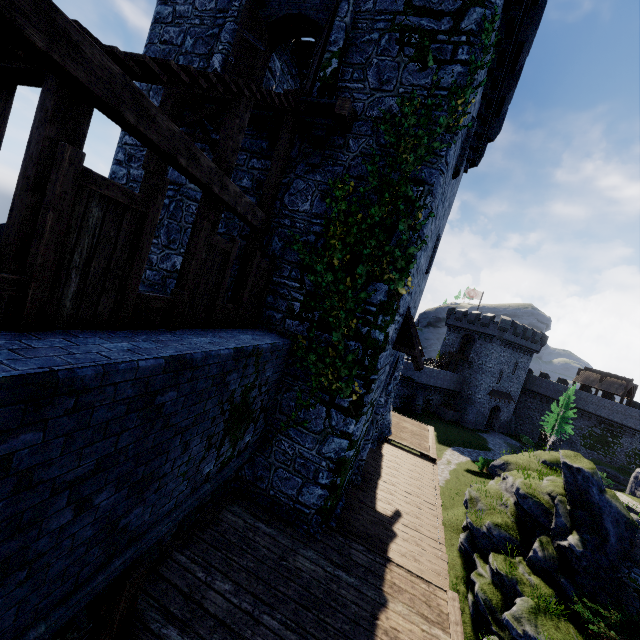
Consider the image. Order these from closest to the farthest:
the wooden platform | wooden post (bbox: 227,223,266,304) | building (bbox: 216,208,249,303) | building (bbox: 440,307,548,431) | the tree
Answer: the wooden platform < wooden post (bbox: 227,223,266,304) < building (bbox: 216,208,249,303) < the tree < building (bbox: 440,307,548,431)

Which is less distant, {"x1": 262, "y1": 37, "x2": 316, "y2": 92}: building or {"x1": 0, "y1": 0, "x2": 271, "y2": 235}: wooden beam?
{"x1": 0, "y1": 0, "x2": 271, "y2": 235}: wooden beam

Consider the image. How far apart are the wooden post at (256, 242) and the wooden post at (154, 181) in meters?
1.9 m

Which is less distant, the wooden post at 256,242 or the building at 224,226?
the wooden post at 256,242

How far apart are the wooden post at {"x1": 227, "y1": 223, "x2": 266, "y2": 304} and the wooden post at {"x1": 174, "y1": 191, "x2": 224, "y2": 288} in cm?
164

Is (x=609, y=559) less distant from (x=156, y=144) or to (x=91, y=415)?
(x=91, y=415)

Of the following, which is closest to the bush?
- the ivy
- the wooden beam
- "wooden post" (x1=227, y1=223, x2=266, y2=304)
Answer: the ivy

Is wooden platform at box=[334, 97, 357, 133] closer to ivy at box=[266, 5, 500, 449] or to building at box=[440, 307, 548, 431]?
ivy at box=[266, 5, 500, 449]
